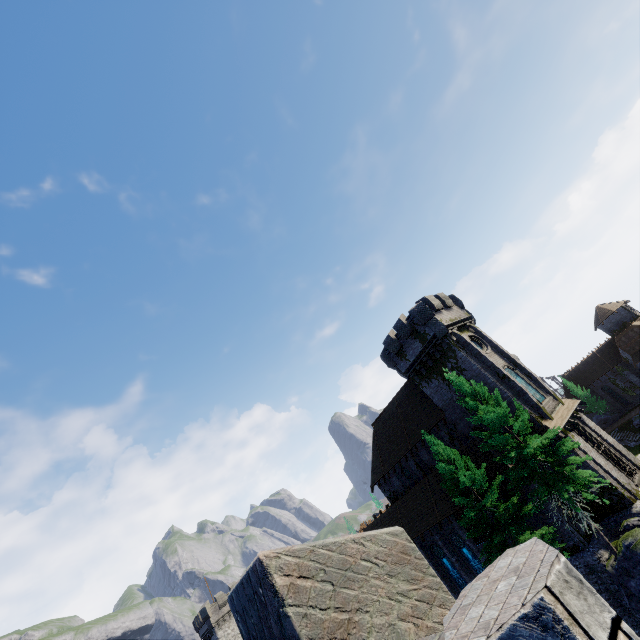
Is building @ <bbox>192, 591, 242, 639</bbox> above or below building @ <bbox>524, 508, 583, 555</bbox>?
above

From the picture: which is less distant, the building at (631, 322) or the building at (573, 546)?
the building at (573, 546)

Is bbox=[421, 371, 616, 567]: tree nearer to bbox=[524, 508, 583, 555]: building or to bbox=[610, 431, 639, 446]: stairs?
bbox=[524, 508, 583, 555]: building

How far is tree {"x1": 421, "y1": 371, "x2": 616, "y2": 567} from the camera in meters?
18.5

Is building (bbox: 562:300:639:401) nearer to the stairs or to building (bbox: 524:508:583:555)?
the stairs

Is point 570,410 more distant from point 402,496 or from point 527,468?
point 402,496

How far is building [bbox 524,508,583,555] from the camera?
21.3 meters

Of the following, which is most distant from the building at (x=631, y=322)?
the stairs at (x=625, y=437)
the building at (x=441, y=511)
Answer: the building at (x=441, y=511)
